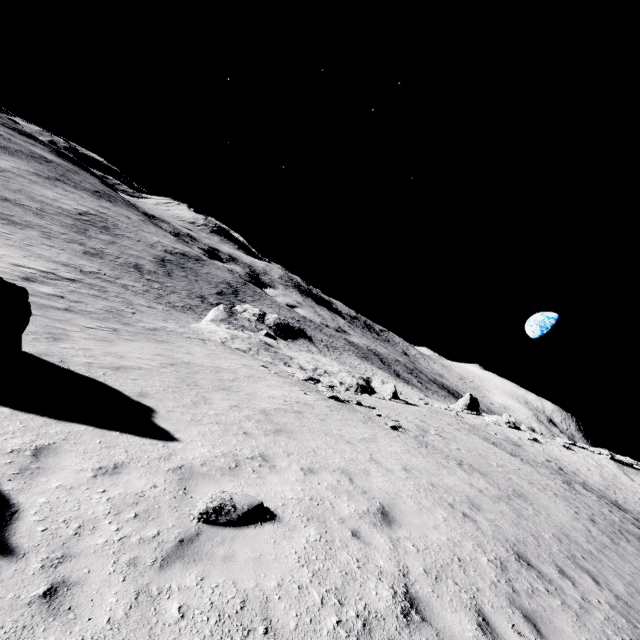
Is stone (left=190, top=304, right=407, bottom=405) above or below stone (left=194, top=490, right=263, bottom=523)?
below

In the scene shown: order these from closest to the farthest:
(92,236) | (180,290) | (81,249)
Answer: (81,249), (180,290), (92,236)

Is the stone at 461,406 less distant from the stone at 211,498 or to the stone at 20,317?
the stone at 20,317

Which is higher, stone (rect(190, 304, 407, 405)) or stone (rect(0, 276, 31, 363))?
stone (rect(0, 276, 31, 363))

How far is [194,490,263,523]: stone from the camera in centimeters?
457cm

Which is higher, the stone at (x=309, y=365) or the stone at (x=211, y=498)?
the stone at (x=211, y=498)

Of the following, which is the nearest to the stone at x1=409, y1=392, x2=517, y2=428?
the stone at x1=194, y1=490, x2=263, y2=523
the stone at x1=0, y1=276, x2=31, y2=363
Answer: the stone at x1=0, y1=276, x2=31, y2=363
